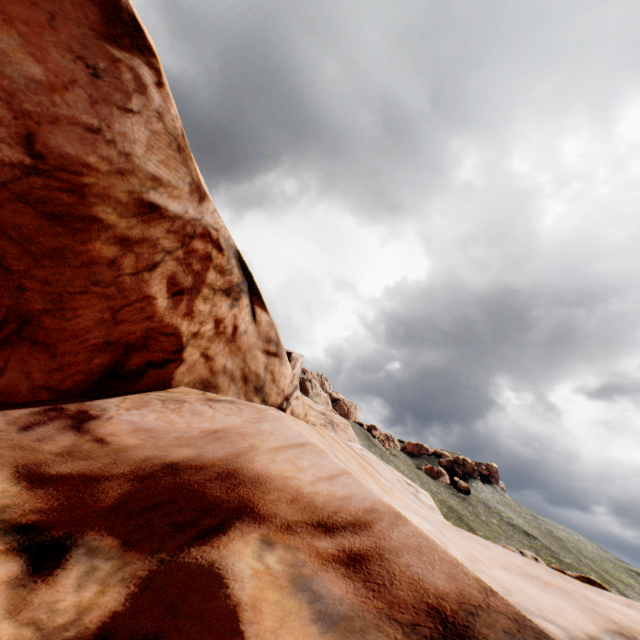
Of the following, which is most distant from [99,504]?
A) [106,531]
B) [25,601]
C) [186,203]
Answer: [186,203]
